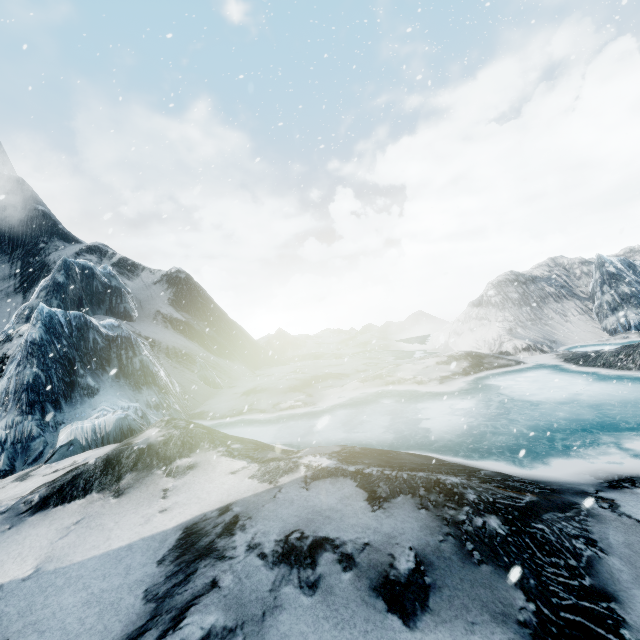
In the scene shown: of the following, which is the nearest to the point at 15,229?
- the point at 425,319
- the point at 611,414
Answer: the point at 611,414
